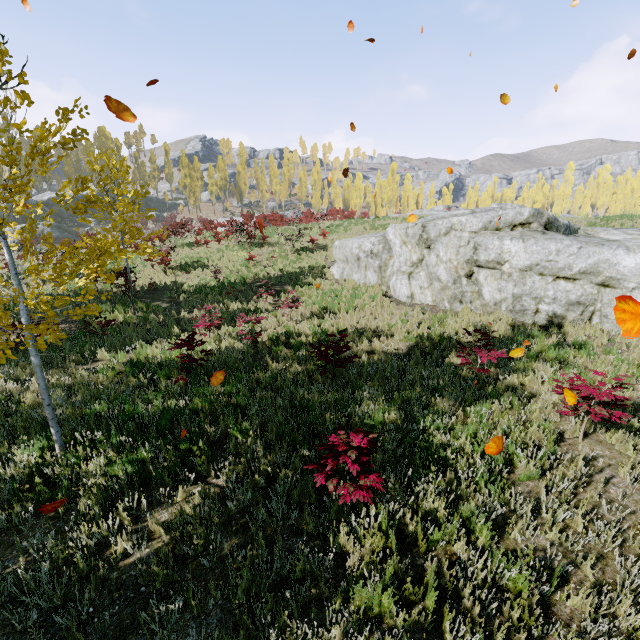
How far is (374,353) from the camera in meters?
9.1

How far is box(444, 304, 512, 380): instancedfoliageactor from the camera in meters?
6.9

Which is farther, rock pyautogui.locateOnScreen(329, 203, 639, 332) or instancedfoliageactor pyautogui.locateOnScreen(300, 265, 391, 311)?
instancedfoliageactor pyautogui.locateOnScreen(300, 265, 391, 311)

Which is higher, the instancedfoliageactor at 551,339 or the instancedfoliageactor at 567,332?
the instancedfoliageactor at 567,332

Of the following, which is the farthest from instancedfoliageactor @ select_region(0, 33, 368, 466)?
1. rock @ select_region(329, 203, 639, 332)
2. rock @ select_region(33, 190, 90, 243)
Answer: rock @ select_region(329, 203, 639, 332)

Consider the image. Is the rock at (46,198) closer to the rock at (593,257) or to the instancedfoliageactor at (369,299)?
the instancedfoliageactor at (369,299)
